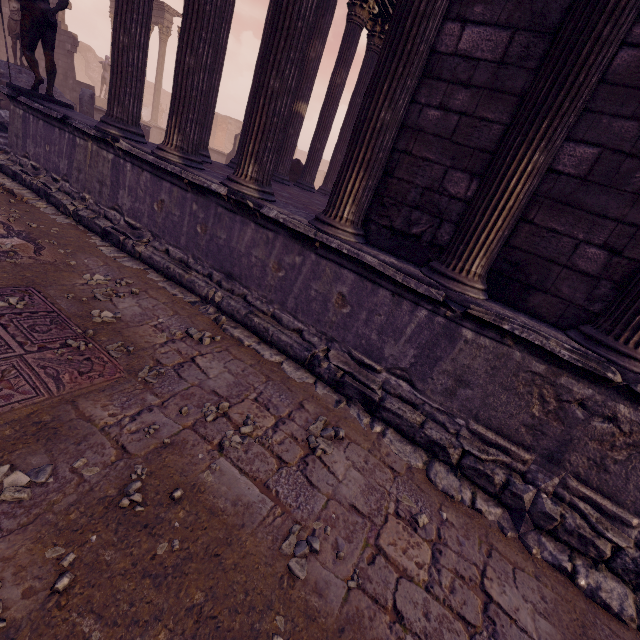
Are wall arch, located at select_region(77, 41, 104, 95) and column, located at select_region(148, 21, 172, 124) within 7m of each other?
no

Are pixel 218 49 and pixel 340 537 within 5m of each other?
no

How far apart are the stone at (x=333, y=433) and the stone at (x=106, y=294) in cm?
277

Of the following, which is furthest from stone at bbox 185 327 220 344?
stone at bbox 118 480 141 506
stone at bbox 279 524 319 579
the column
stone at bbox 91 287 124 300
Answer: the column

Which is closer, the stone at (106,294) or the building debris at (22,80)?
the stone at (106,294)

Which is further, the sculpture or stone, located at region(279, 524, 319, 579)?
the sculpture

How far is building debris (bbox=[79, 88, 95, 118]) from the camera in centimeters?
1060cm

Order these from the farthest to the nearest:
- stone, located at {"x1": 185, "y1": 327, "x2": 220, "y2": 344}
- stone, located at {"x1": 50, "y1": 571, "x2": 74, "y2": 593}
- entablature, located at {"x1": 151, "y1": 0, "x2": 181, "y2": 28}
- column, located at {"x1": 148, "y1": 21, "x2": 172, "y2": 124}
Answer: column, located at {"x1": 148, "y1": 21, "x2": 172, "y2": 124} → entablature, located at {"x1": 151, "y1": 0, "x2": 181, "y2": 28} → stone, located at {"x1": 185, "y1": 327, "x2": 220, "y2": 344} → stone, located at {"x1": 50, "y1": 571, "x2": 74, "y2": 593}
